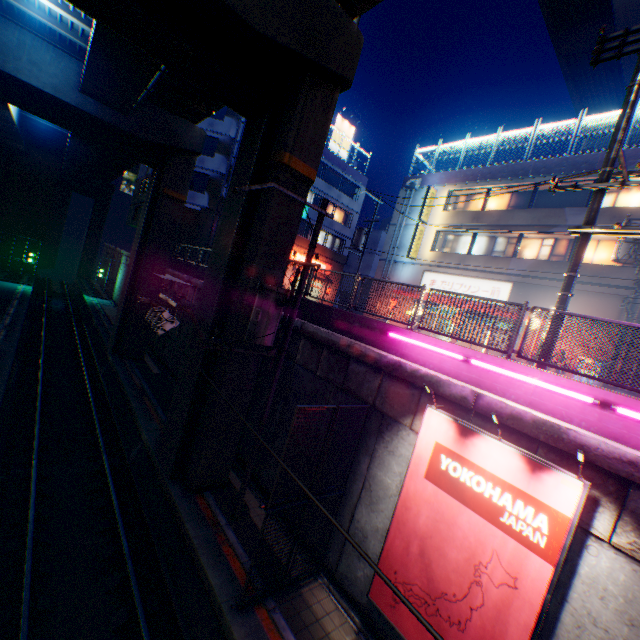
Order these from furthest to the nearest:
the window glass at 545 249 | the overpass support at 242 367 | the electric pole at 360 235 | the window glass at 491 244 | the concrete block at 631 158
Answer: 1. the electric pole at 360 235
2. the window glass at 491 244
3. the window glass at 545 249
4. the concrete block at 631 158
5. the overpass support at 242 367

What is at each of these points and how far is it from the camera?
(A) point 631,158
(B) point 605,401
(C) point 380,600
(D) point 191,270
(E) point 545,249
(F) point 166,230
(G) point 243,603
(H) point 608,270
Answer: (A) concrete block, 16.0m
(B) concrete block, 5.4m
(C) billboard, 6.7m
(D) concrete block, 21.4m
(E) window glass, 19.0m
(F) overpass support, 20.6m
(G) metal fence, 7.4m
(H) building, 15.9m

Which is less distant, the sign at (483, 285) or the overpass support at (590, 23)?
the sign at (483, 285)

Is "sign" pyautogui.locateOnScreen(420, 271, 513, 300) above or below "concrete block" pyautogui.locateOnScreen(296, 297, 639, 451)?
above

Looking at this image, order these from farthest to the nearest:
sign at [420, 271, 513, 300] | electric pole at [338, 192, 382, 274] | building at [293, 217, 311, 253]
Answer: building at [293, 217, 311, 253] < electric pole at [338, 192, 382, 274] < sign at [420, 271, 513, 300]

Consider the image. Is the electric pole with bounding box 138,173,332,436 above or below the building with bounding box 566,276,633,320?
below

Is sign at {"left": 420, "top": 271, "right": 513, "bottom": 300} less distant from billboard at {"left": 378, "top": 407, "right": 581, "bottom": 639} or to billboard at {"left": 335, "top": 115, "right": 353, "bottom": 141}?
billboard at {"left": 378, "top": 407, "right": 581, "bottom": 639}

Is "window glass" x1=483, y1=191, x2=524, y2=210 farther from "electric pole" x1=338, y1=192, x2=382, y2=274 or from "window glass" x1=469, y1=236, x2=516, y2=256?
"electric pole" x1=338, y1=192, x2=382, y2=274
